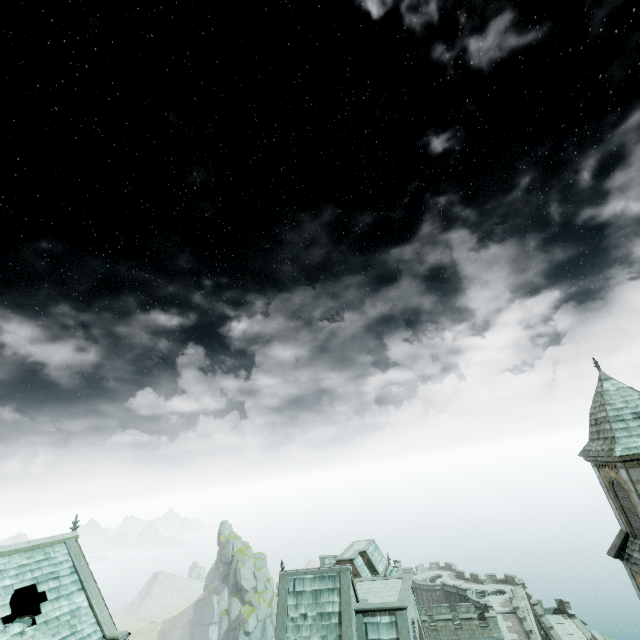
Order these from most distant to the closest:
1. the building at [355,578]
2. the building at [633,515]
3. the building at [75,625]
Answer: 1. the building at [355,578]
2. the building at [633,515]
3. the building at [75,625]

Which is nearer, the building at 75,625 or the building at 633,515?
the building at 75,625

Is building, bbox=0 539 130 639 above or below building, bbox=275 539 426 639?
above

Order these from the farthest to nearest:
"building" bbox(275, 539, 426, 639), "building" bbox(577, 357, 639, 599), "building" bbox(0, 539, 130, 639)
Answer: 1. "building" bbox(275, 539, 426, 639)
2. "building" bbox(577, 357, 639, 599)
3. "building" bbox(0, 539, 130, 639)

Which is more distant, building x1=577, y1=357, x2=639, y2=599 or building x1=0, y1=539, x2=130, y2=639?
building x1=577, y1=357, x2=639, y2=599

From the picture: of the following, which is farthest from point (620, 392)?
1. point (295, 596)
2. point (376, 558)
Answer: point (376, 558)
